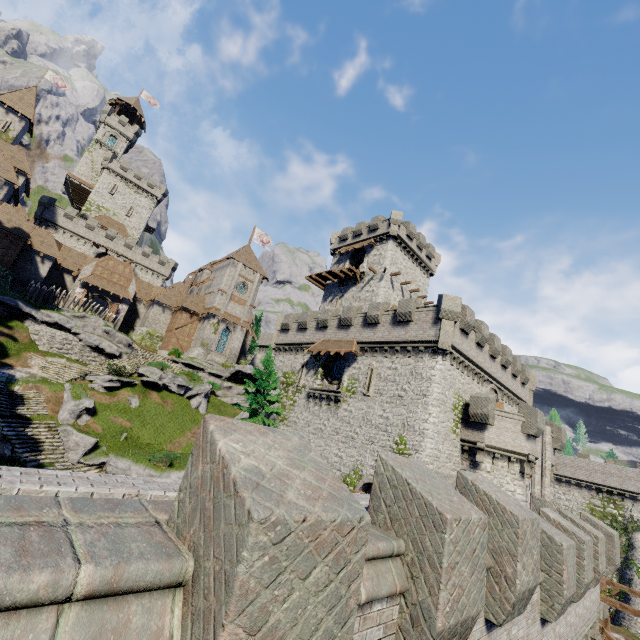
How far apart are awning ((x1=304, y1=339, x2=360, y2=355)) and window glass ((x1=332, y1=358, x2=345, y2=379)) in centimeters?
132cm

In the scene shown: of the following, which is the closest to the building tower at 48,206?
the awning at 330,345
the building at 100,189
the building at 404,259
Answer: the building at 100,189

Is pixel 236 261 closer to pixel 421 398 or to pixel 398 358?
pixel 398 358

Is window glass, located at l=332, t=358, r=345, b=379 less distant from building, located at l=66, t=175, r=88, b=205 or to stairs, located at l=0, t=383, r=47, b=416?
stairs, located at l=0, t=383, r=47, b=416

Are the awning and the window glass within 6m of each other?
yes

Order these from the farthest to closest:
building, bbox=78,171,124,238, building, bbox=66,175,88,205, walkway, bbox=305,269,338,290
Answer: building, bbox=66,175,88,205 → building, bbox=78,171,124,238 → walkway, bbox=305,269,338,290

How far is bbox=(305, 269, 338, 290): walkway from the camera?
41.6m

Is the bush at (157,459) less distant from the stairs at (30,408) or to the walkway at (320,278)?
the stairs at (30,408)
